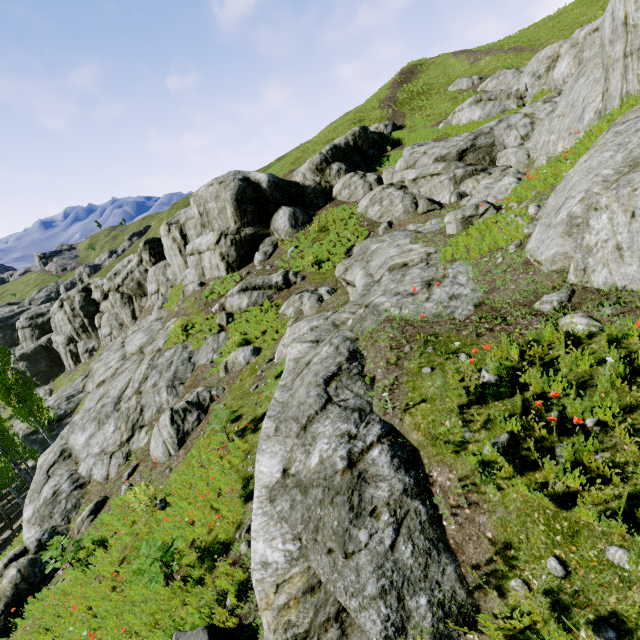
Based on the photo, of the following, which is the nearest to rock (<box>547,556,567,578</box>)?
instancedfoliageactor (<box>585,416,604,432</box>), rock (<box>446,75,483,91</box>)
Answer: instancedfoliageactor (<box>585,416,604,432</box>)

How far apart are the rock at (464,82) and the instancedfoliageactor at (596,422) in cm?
3917

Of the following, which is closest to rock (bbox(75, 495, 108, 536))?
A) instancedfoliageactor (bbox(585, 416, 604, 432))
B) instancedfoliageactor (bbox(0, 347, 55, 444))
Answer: instancedfoliageactor (bbox(0, 347, 55, 444))

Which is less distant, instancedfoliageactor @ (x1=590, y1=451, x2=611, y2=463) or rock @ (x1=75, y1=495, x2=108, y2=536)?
instancedfoliageactor @ (x1=590, y1=451, x2=611, y2=463)

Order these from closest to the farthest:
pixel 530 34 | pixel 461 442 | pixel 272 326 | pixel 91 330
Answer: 1. pixel 461 442
2. pixel 272 326
3. pixel 530 34
4. pixel 91 330

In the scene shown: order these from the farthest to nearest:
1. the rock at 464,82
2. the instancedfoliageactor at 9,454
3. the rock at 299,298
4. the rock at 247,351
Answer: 1. the rock at 464,82
2. the instancedfoliageactor at 9,454
3. the rock at 299,298
4. the rock at 247,351

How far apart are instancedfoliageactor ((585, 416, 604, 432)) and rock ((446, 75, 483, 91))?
39.17m
